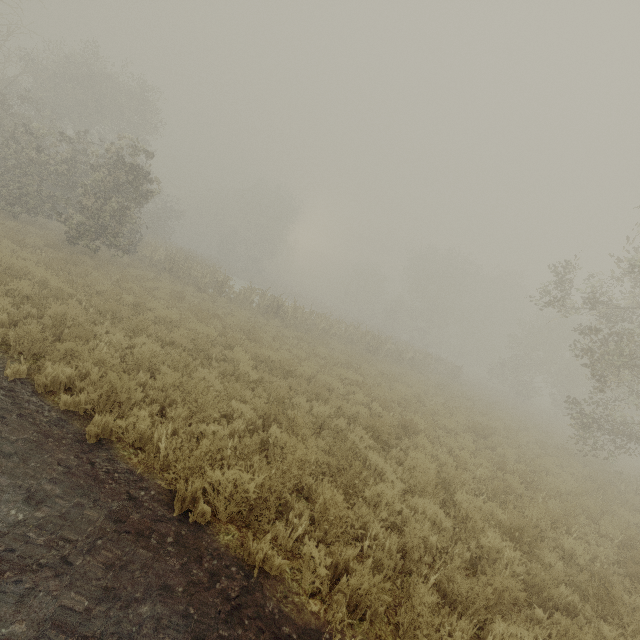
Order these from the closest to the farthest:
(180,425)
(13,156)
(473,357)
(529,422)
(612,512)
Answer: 1. (180,425)
2. (612,512)
3. (13,156)
4. (529,422)
5. (473,357)
